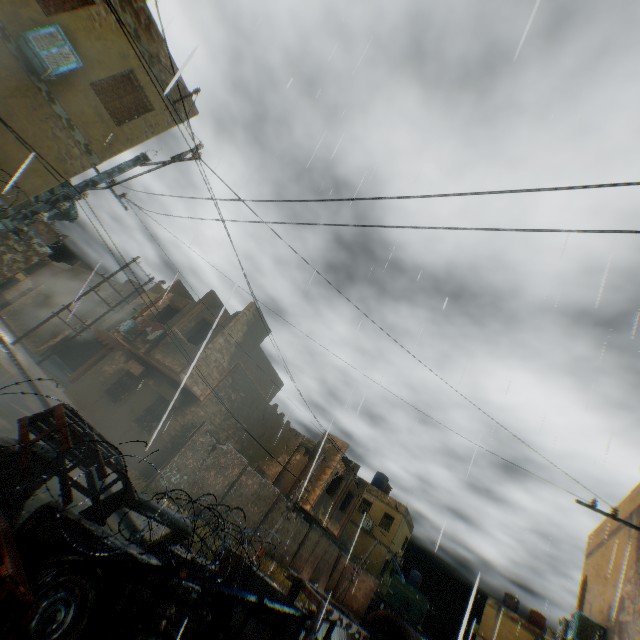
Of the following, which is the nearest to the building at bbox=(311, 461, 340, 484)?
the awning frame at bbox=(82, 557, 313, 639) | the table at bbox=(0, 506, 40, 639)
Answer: the awning frame at bbox=(82, 557, 313, 639)

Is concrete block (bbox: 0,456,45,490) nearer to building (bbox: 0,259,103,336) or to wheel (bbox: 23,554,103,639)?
wheel (bbox: 23,554,103,639)

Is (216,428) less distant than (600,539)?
No

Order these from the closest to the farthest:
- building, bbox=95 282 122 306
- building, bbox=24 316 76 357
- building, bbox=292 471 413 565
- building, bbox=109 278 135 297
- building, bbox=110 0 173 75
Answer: building, bbox=110 0 173 75, building, bbox=292 471 413 565, building, bbox=24 316 76 357, building, bbox=95 282 122 306, building, bbox=109 278 135 297

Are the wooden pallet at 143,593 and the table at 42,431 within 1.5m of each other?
yes

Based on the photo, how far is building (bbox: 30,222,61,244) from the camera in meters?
45.3 m

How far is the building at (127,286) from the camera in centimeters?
2652cm

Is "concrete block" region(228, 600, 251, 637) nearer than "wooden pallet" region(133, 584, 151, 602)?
No
